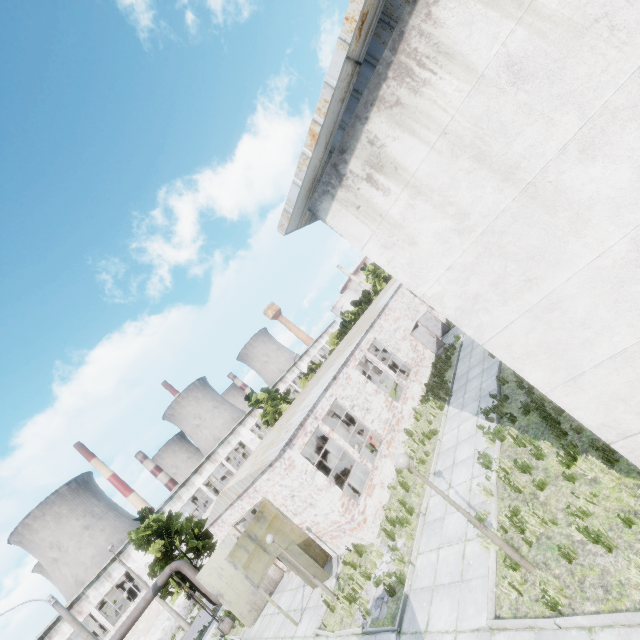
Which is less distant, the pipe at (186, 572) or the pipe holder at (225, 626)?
the pipe at (186, 572)

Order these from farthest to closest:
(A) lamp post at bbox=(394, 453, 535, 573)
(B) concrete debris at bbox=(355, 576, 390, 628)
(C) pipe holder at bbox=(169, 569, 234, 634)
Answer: (C) pipe holder at bbox=(169, 569, 234, 634), (B) concrete debris at bbox=(355, 576, 390, 628), (A) lamp post at bbox=(394, 453, 535, 573)

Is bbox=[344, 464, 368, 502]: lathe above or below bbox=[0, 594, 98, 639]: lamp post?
below

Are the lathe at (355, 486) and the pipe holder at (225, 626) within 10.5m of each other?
no

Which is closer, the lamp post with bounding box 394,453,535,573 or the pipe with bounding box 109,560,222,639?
the lamp post with bounding box 394,453,535,573

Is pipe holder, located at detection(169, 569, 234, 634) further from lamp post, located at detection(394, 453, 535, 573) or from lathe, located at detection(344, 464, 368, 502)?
lamp post, located at detection(394, 453, 535, 573)

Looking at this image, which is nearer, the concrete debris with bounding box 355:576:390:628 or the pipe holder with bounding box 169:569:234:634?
the concrete debris with bounding box 355:576:390:628

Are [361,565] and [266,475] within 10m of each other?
yes
